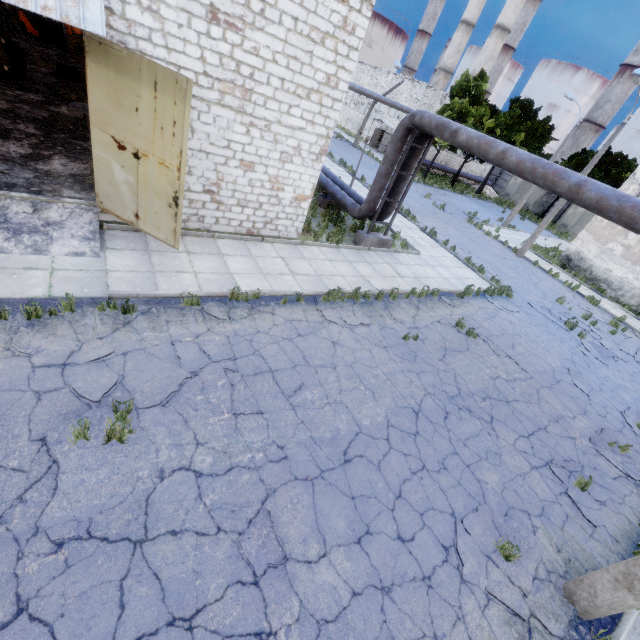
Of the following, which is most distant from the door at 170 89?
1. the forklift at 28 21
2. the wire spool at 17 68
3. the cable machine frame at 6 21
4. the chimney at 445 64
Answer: the chimney at 445 64

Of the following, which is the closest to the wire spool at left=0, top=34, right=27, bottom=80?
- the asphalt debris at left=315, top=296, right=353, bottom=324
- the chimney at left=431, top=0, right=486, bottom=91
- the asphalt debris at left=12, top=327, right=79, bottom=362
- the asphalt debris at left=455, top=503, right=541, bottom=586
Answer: the asphalt debris at left=12, top=327, right=79, bottom=362

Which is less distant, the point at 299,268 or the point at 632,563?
the point at 632,563

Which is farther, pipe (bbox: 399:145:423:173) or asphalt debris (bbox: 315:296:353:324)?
pipe (bbox: 399:145:423:173)

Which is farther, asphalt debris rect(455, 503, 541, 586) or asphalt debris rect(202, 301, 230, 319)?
asphalt debris rect(202, 301, 230, 319)

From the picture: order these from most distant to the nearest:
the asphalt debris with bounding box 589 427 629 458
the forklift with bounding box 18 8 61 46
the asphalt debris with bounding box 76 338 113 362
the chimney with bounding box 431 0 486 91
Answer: the chimney with bounding box 431 0 486 91 < the forklift with bounding box 18 8 61 46 < the asphalt debris with bounding box 589 427 629 458 < the asphalt debris with bounding box 76 338 113 362

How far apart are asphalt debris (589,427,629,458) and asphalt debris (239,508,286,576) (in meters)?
8.84

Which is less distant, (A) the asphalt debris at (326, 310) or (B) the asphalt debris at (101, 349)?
(B) the asphalt debris at (101, 349)
